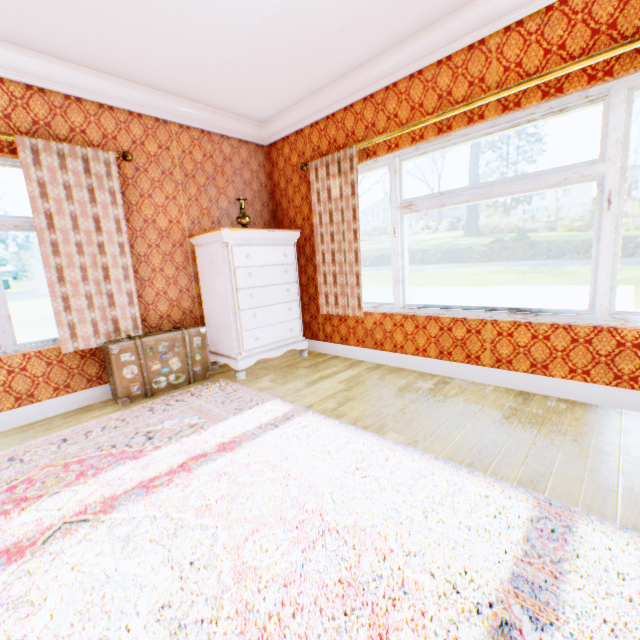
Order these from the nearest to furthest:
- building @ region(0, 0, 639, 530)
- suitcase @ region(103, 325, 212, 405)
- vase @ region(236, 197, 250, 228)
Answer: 1. building @ region(0, 0, 639, 530)
2. suitcase @ region(103, 325, 212, 405)
3. vase @ region(236, 197, 250, 228)

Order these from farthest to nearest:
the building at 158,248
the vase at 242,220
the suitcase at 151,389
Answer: the vase at 242,220 → the suitcase at 151,389 → the building at 158,248

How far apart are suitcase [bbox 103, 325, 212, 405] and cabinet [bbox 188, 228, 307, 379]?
0.2m

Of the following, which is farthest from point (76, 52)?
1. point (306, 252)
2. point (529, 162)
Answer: point (529, 162)

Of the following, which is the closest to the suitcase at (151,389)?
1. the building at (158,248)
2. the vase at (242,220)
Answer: the building at (158,248)

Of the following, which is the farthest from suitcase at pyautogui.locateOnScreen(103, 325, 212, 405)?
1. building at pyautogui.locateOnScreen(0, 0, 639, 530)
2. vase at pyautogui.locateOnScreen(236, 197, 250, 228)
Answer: vase at pyautogui.locateOnScreen(236, 197, 250, 228)

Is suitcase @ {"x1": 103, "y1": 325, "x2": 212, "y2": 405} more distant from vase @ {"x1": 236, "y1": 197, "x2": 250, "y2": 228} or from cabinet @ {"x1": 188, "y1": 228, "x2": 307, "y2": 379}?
vase @ {"x1": 236, "y1": 197, "x2": 250, "y2": 228}
